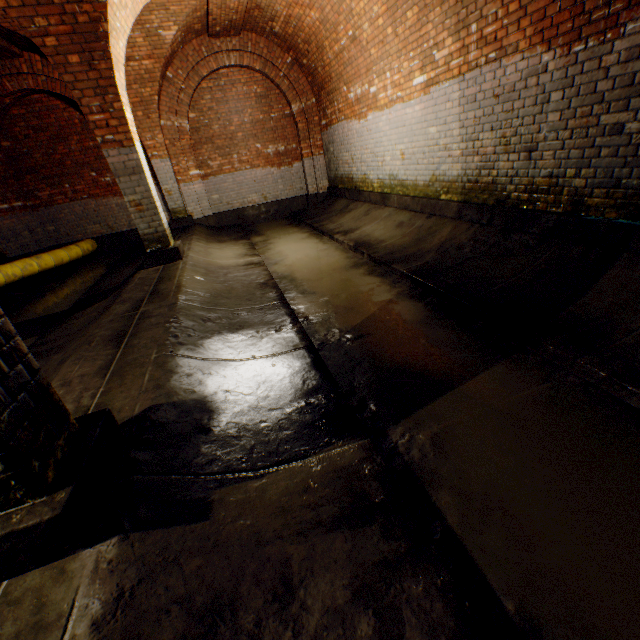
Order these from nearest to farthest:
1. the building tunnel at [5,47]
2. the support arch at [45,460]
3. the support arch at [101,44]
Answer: the support arch at [45,460]
the support arch at [101,44]
the building tunnel at [5,47]

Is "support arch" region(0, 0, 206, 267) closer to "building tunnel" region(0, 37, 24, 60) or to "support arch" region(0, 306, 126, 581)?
"building tunnel" region(0, 37, 24, 60)

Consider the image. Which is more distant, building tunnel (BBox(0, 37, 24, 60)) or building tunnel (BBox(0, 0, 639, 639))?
building tunnel (BBox(0, 37, 24, 60))

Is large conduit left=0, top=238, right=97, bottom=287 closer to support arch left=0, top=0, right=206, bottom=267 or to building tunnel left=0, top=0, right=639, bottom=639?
building tunnel left=0, top=0, right=639, bottom=639

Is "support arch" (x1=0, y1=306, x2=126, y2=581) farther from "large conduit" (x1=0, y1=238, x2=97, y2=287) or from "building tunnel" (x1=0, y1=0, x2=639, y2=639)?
"large conduit" (x1=0, y1=238, x2=97, y2=287)

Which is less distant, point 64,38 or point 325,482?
point 325,482

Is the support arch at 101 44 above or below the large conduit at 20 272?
above

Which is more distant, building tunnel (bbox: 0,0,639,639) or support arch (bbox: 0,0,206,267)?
support arch (bbox: 0,0,206,267)
